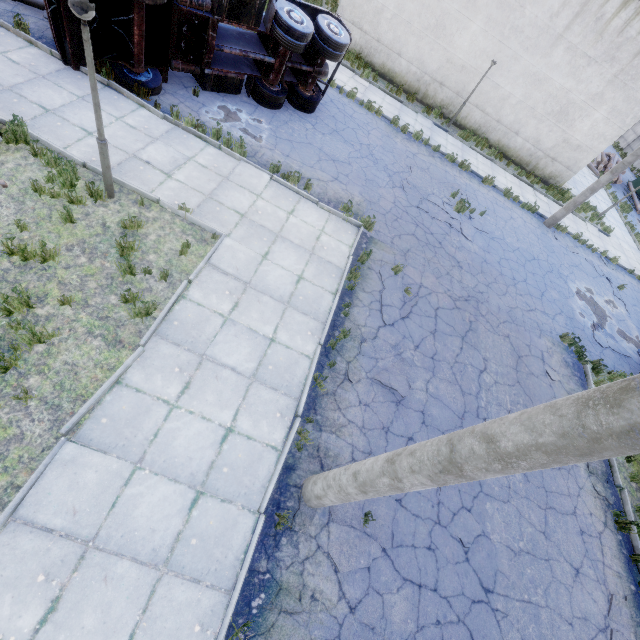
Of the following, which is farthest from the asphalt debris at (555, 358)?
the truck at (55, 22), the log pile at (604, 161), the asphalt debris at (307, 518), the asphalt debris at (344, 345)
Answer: the log pile at (604, 161)

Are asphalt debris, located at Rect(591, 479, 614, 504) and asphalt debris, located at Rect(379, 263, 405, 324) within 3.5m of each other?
no

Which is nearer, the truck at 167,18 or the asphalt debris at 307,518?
the asphalt debris at 307,518

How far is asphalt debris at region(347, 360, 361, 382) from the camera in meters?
7.0 m

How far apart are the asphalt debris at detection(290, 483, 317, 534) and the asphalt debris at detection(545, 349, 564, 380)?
8.47m

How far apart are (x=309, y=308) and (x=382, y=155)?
9.1m

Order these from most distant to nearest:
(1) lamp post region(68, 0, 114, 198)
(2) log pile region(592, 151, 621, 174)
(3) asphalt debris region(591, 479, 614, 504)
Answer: (2) log pile region(592, 151, 621, 174) → (3) asphalt debris region(591, 479, 614, 504) → (1) lamp post region(68, 0, 114, 198)

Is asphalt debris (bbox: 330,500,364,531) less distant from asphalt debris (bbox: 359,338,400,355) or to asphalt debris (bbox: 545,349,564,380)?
asphalt debris (bbox: 359,338,400,355)
